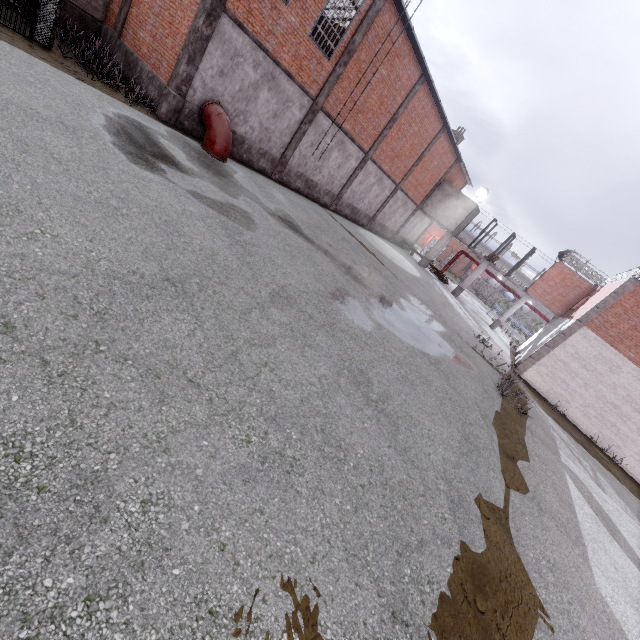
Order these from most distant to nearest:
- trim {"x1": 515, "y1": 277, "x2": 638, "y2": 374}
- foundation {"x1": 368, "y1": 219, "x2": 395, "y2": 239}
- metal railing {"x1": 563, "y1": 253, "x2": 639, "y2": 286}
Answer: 1. foundation {"x1": 368, "y1": 219, "x2": 395, "y2": 239}
2. metal railing {"x1": 563, "y1": 253, "x2": 639, "y2": 286}
3. trim {"x1": 515, "y1": 277, "x2": 638, "y2": 374}

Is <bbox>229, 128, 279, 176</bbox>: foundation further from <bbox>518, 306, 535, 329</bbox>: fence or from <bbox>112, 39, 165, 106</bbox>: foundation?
<bbox>518, 306, 535, 329</bbox>: fence

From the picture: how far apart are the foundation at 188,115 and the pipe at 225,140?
0.1m

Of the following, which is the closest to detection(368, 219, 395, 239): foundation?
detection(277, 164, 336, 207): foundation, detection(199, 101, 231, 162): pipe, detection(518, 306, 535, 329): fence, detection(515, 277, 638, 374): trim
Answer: detection(277, 164, 336, 207): foundation

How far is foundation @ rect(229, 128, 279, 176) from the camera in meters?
13.9 m

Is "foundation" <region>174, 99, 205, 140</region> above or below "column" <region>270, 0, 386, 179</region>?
below

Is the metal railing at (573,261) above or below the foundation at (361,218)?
above

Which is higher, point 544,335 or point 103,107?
point 544,335
